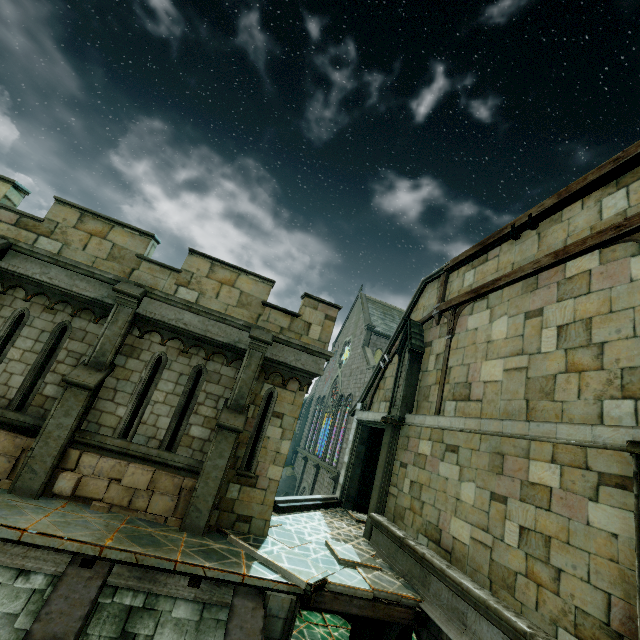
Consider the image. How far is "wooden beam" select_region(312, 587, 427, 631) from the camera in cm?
661

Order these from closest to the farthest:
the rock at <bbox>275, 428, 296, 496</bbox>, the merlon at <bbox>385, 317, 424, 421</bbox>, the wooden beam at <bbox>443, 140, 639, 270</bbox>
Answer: the wooden beam at <bbox>443, 140, 639, 270</bbox>
the merlon at <bbox>385, 317, 424, 421</bbox>
the rock at <bbox>275, 428, 296, 496</bbox>

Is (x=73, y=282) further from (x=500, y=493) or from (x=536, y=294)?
(x=536, y=294)

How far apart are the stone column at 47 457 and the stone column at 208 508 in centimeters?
282cm

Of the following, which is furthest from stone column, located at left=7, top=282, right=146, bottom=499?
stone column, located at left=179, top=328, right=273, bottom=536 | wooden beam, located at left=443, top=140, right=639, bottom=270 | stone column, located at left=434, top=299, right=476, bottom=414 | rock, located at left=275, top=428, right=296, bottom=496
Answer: rock, located at left=275, top=428, right=296, bottom=496

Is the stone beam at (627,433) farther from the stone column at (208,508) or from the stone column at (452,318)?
the stone column at (208,508)

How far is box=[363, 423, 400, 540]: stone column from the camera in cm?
1057

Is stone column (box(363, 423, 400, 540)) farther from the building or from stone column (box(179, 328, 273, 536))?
the building
